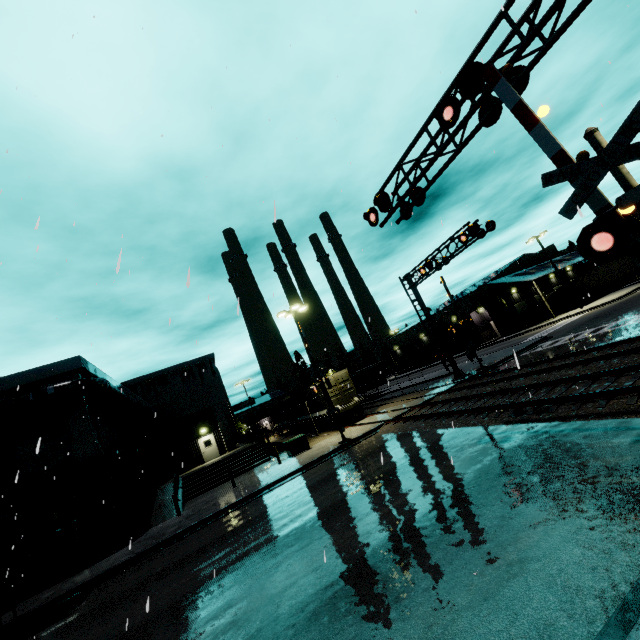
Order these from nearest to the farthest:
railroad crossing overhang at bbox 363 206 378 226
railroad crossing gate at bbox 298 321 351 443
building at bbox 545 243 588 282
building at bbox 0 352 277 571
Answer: railroad crossing overhang at bbox 363 206 378 226
building at bbox 0 352 277 571
railroad crossing gate at bbox 298 321 351 443
building at bbox 545 243 588 282

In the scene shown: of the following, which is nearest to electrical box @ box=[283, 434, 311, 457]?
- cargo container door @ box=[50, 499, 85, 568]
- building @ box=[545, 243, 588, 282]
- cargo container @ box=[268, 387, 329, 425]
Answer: building @ box=[545, 243, 588, 282]

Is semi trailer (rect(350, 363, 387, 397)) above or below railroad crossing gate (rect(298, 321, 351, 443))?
above

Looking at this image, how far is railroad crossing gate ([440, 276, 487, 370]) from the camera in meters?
23.8 m

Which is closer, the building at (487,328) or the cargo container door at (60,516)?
the cargo container door at (60,516)

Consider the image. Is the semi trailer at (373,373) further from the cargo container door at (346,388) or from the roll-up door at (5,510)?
the roll-up door at (5,510)

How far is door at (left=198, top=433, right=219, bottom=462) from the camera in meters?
32.0

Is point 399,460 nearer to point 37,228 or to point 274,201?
point 274,201
